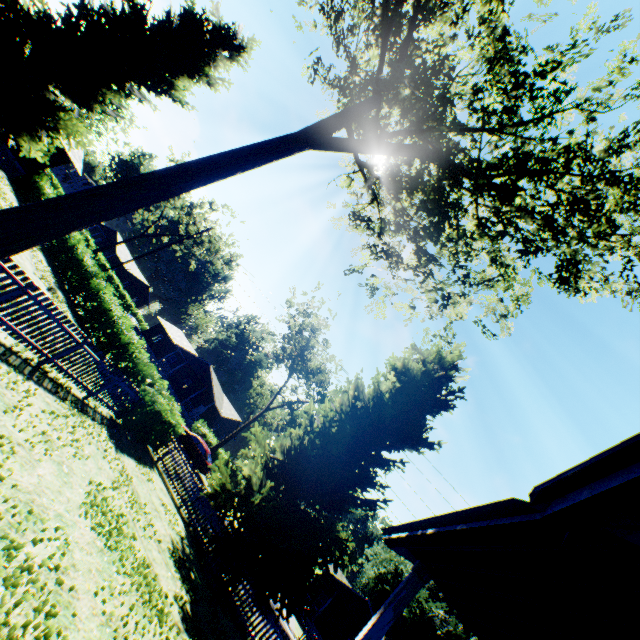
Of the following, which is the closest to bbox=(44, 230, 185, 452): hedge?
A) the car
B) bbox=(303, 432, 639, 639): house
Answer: bbox=(303, 432, 639, 639): house

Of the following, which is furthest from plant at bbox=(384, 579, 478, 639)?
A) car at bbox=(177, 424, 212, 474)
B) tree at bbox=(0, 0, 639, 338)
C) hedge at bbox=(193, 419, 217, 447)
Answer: hedge at bbox=(193, 419, 217, 447)

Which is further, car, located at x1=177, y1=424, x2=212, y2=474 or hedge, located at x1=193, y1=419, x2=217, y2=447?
hedge, located at x1=193, y1=419, x2=217, y2=447

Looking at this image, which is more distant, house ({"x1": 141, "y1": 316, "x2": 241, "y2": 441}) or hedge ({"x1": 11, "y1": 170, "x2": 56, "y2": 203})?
house ({"x1": 141, "y1": 316, "x2": 241, "y2": 441})

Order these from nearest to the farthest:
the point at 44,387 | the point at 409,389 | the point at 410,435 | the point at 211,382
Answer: the point at 44,387
the point at 410,435
the point at 409,389
the point at 211,382

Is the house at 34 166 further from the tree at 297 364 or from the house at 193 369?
the tree at 297 364

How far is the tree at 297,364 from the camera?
34.0 meters

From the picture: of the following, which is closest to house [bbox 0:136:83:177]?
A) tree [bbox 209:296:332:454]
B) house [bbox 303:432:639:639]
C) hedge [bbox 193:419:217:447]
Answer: hedge [bbox 193:419:217:447]
